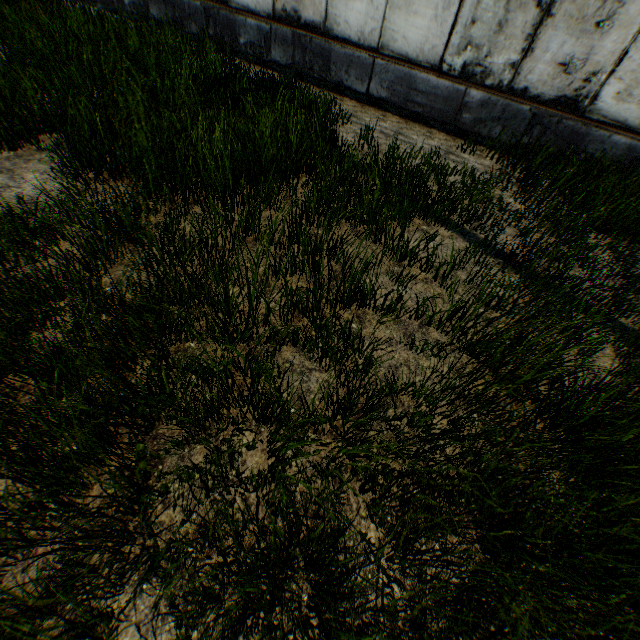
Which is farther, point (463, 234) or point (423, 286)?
point (463, 234)
